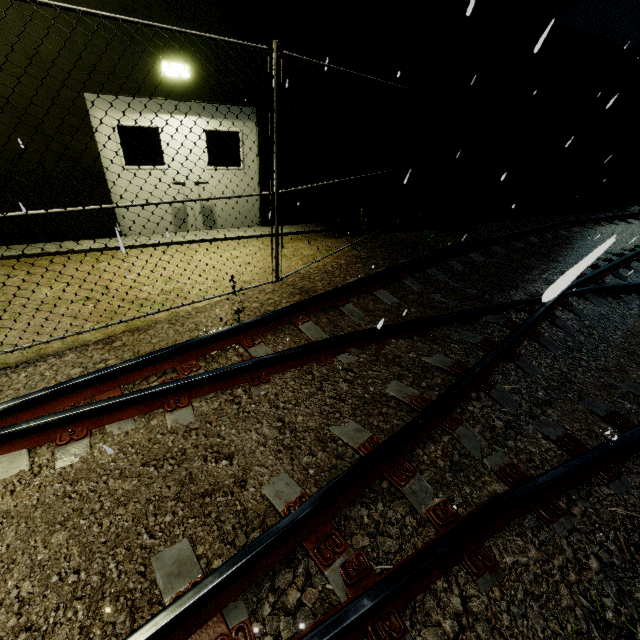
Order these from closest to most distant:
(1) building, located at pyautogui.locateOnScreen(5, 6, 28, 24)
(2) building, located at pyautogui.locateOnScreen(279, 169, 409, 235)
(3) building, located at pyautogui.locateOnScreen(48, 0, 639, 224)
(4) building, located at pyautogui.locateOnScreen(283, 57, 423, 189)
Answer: (1) building, located at pyautogui.locateOnScreen(5, 6, 28, 24) → (3) building, located at pyautogui.locateOnScreen(48, 0, 639, 224) → (4) building, located at pyautogui.locateOnScreen(283, 57, 423, 189) → (2) building, located at pyautogui.locateOnScreen(279, 169, 409, 235)

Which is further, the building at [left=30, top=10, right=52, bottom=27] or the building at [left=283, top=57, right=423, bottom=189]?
the building at [left=283, top=57, right=423, bottom=189]

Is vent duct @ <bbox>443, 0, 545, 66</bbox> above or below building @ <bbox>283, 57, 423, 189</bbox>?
above

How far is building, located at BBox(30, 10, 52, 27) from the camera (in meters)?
4.75

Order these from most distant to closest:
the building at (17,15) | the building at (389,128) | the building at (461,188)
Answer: the building at (389,128), the building at (461,188), the building at (17,15)

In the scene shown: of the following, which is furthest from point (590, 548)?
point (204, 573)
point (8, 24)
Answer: point (8, 24)

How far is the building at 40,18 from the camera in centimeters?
475cm
